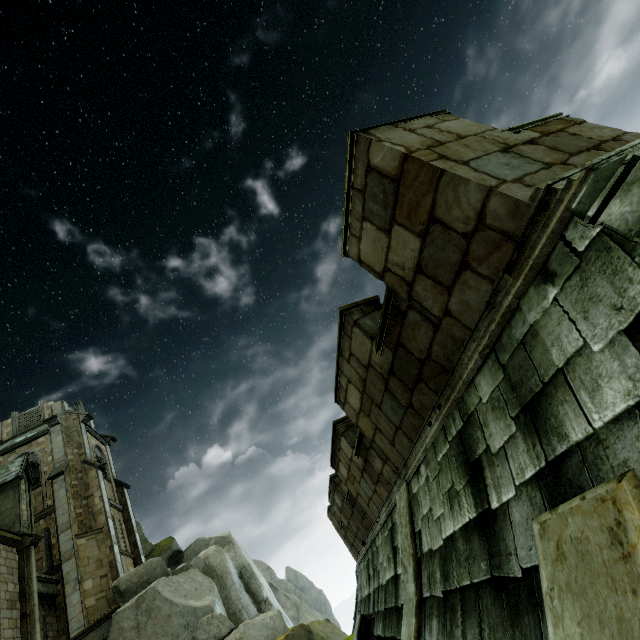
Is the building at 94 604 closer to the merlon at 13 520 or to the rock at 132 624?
the rock at 132 624

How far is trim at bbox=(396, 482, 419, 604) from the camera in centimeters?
407cm

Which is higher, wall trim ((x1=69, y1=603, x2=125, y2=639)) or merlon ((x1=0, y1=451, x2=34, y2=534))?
merlon ((x1=0, y1=451, x2=34, y2=534))

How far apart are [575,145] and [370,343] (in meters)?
2.90

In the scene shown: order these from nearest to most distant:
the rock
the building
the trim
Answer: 1. the trim
2. the rock
3. the building

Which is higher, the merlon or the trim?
the merlon

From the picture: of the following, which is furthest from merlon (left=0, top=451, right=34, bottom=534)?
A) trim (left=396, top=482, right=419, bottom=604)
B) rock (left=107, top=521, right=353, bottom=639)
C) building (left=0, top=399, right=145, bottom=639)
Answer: trim (left=396, top=482, right=419, bottom=604)

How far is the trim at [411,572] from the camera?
4.1m
